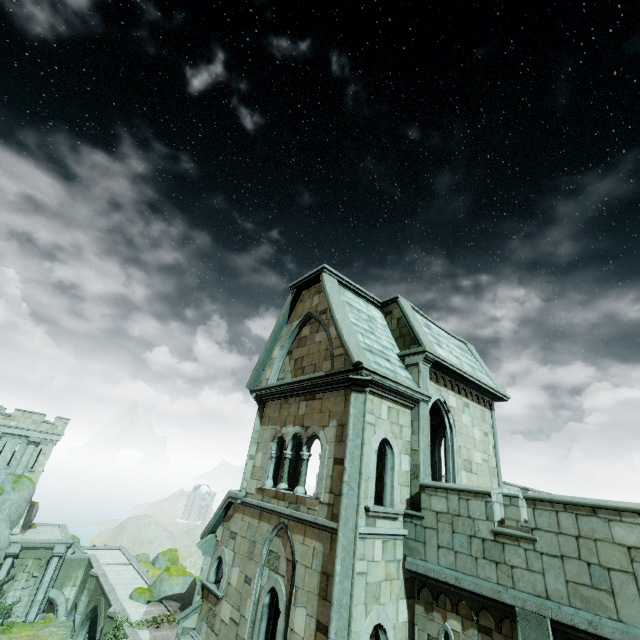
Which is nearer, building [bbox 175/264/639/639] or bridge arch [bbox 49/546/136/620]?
building [bbox 175/264/639/639]

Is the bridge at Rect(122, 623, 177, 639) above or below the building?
below

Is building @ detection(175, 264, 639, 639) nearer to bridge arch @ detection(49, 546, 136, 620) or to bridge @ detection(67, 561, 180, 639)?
bridge @ detection(67, 561, 180, 639)

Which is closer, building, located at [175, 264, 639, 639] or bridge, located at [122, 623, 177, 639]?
building, located at [175, 264, 639, 639]

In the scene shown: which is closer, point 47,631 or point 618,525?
point 618,525

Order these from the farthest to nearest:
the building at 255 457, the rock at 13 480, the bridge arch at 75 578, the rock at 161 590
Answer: the bridge arch at 75 578, the rock at 13 480, the rock at 161 590, the building at 255 457

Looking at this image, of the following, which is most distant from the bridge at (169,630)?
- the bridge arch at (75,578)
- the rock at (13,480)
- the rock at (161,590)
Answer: the rock at (161,590)

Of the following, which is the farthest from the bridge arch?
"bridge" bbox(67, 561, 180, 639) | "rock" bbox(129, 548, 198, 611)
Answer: "rock" bbox(129, 548, 198, 611)
